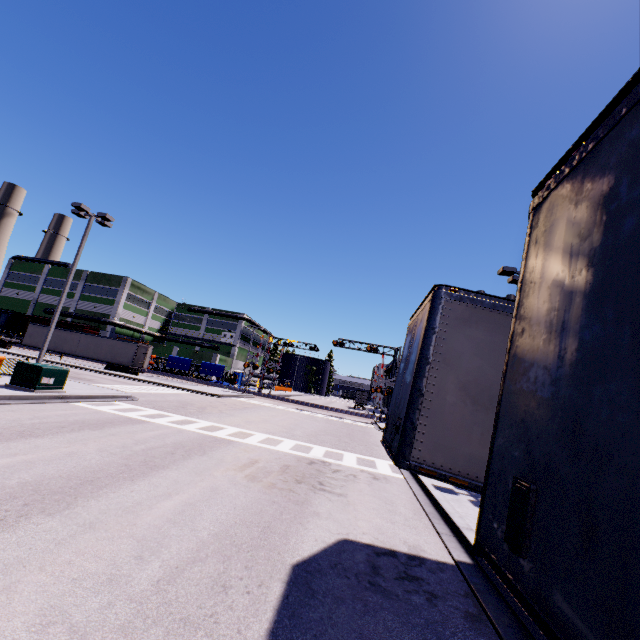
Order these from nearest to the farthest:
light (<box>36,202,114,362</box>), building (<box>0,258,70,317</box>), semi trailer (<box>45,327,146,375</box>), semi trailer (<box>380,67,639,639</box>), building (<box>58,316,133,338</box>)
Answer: semi trailer (<box>380,67,639,639</box>), light (<box>36,202,114,362</box>), semi trailer (<box>45,327,146,375</box>), building (<box>58,316,133,338</box>), building (<box>0,258,70,317</box>)

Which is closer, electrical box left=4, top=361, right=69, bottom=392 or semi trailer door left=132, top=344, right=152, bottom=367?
electrical box left=4, top=361, right=69, bottom=392

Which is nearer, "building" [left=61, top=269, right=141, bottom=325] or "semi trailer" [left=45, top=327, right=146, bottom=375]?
"semi trailer" [left=45, top=327, right=146, bottom=375]

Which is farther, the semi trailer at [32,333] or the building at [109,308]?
the building at [109,308]

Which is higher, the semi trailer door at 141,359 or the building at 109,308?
the building at 109,308

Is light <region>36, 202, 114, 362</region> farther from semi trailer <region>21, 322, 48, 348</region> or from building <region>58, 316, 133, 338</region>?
semi trailer <region>21, 322, 48, 348</region>

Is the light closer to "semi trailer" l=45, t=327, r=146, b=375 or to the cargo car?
"semi trailer" l=45, t=327, r=146, b=375

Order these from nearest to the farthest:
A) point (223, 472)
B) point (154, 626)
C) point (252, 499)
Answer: point (154, 626), point (252, 499), point (223, 472)
